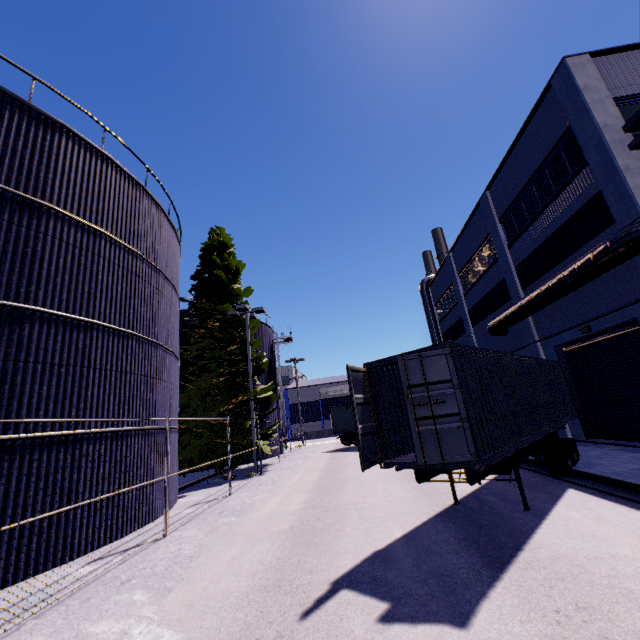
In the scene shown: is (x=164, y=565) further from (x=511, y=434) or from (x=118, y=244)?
(x=118, y=244)

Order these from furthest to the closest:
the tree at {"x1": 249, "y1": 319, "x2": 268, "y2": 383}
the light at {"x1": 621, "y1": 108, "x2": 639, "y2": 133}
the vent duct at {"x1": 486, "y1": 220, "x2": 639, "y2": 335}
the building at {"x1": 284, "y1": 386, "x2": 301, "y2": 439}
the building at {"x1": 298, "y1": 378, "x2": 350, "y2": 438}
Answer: the building at {"x1": 284, "y1": 386, "x2": 301, "y2": 439}
the building at {"x1": 298, "y1": 378, "x2": 350, "y2": 438}
the tree at {"x1": 249, "y1": 319, "x2": 268, "y2": 383}
the vent duct at {"x1": 486, "y1": 220, "x2": 639, "y2": 335}
the light at {"x1": 621, "y1": 108, "x2": 639, "y2": 133}

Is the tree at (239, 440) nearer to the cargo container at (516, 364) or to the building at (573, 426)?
the building at (573, 426)

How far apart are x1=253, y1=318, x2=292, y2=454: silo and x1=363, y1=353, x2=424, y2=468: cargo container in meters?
20.0

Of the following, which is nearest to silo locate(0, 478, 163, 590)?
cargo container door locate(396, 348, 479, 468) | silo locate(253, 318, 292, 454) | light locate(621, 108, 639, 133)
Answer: light locate(621, 108, 639, 133)

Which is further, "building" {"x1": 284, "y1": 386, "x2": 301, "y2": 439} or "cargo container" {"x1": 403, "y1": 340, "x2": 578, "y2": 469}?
"building" {"x1": 284, "y1": 386, "x2": 301, "y2": 439}

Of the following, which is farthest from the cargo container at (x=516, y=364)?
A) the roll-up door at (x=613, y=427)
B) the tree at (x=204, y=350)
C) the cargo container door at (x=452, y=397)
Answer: the roll-up door at (x=613, y=427)
